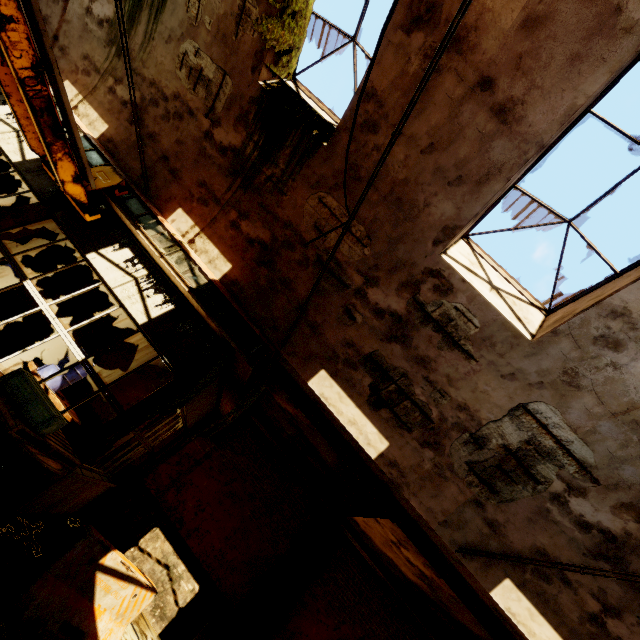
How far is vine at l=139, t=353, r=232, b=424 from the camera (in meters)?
5.58

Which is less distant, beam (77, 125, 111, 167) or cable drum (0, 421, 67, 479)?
cable drum (0, 421, 67, 479)

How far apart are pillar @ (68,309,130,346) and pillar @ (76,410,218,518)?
3.8m

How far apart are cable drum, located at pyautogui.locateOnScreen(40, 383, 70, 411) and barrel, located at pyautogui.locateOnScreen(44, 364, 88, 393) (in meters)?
0.02

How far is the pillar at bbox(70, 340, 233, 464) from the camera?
5.14m

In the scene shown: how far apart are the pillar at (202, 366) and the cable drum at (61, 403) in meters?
2.5 m

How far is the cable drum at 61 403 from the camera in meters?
7.1 m

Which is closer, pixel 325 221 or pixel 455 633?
pixel 325 221
